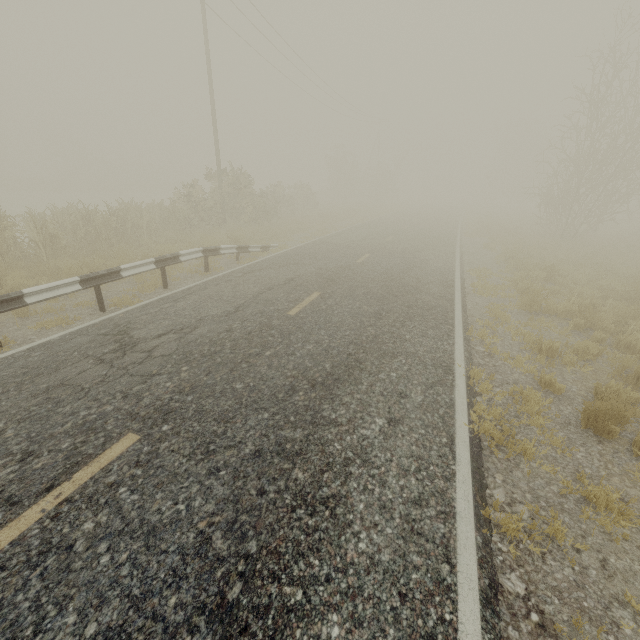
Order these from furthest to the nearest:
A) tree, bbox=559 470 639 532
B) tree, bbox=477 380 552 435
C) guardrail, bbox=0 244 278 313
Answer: guardrail, bbox=0 244 278 313, tree, bbox=477 380 552 435, tree, bbox=559 470 639 532

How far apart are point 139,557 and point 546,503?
4.0 meters

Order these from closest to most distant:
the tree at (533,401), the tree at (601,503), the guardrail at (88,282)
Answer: the tree at (601,503) < the tree at (533,401) < the guardrail at (88,282)

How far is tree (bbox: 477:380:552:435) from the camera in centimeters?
459cm

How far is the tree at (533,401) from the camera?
4.59m

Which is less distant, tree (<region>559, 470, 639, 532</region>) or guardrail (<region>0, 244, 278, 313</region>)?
tree (<region>559, 470, 639, 532</region>)

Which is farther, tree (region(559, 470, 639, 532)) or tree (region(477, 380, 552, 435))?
tree (region(477, 380, 552, 435))
